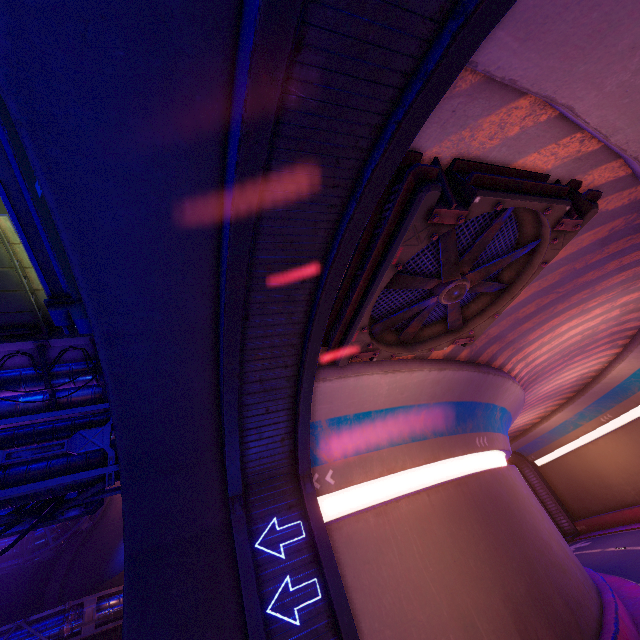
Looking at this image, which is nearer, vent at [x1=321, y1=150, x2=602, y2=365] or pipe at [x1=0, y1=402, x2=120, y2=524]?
vent at [x1=321, y1=150, x2=602, y2=365]

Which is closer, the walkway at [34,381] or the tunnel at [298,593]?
the tunnel at [298,593]

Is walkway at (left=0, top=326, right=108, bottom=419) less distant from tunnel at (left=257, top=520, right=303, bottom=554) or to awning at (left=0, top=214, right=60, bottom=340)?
awning at (left=0, top=214, right=60, bottom=340)

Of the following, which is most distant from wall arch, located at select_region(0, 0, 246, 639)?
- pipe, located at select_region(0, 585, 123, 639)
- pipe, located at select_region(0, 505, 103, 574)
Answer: pipe, located at select_region(0, 585, 123, 639)

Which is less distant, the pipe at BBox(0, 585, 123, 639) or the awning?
the awning

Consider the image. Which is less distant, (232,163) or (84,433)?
(232,163)

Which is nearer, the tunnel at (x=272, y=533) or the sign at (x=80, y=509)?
the tunnel at (x=272, y=533)

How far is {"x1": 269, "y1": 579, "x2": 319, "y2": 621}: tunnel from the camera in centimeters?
795cm
